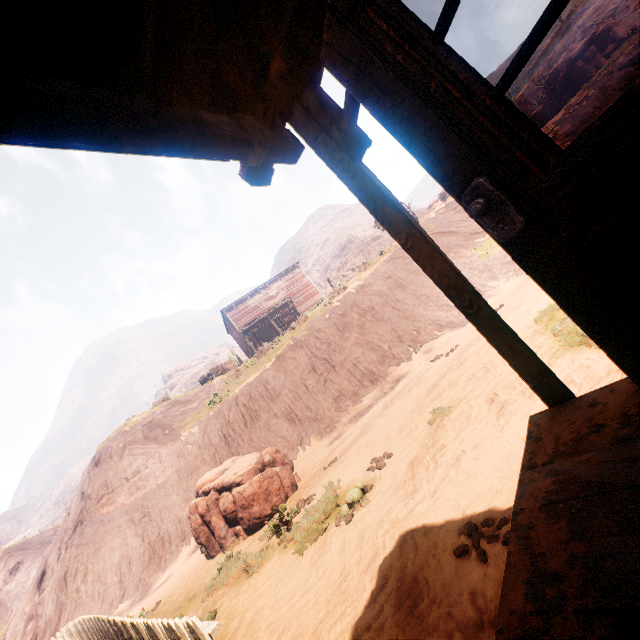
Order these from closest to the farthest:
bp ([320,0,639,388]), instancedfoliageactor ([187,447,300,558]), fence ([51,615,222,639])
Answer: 1. bp ([320,0,639,388])
2. fence ([51,615,222,639])
3. instancedfoliageactor ([187,447,300,558])

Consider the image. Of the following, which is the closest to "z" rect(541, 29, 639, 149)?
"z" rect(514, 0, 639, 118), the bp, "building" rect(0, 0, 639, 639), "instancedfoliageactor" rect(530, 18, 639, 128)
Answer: "building" rect(0, 0, 639, 639)

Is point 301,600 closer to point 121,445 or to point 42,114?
point 42,114

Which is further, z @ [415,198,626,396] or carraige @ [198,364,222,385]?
carraige @ [198,364,222,385]

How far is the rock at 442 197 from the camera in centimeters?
2602cm

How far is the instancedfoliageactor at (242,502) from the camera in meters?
8.6

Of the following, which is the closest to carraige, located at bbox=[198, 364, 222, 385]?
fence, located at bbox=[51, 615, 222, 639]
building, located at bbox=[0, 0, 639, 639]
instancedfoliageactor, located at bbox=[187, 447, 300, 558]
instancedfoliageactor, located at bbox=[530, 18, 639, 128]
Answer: building, located at bbox=[0, 0, 639, 639]

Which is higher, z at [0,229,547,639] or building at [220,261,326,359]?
building at [220,261,326,359]
